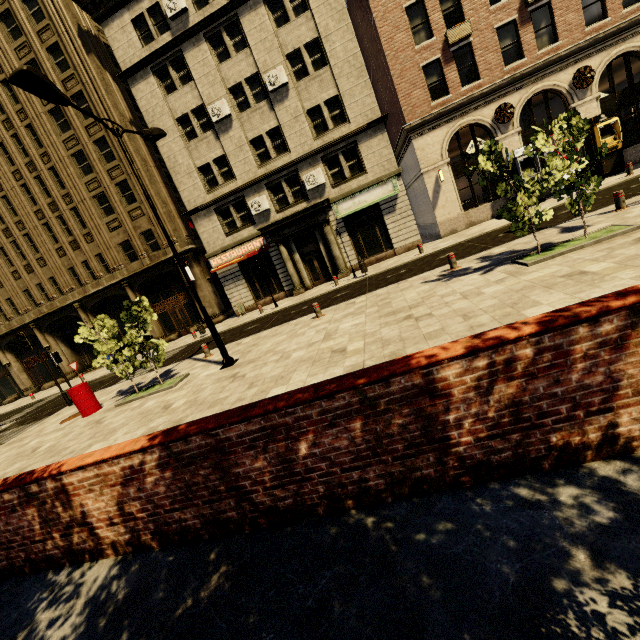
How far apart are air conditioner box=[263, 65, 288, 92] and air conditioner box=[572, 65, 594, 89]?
15.5m

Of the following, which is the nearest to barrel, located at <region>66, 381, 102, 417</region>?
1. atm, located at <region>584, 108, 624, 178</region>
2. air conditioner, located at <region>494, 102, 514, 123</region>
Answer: air conditioner, located at <region>494, 102, 514, 123</region>

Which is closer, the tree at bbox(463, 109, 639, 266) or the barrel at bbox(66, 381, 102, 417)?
the tree at bbox(463, 109, 639, 266)

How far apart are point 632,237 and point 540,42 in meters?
17.4 m

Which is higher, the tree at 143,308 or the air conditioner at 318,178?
the air conditioner at 318,178

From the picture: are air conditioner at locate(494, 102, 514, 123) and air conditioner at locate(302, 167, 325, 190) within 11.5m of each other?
yes

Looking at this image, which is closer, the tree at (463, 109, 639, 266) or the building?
the tree at (463, 109, 639, 266)

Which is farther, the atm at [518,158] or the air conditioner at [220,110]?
the air conditioner at [220,110]
